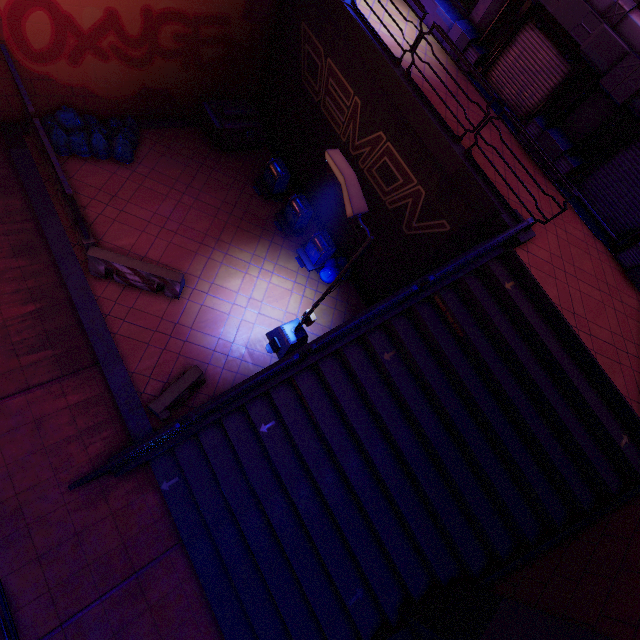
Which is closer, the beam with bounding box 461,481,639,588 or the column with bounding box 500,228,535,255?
the beam with bounding box 461,481,639,588

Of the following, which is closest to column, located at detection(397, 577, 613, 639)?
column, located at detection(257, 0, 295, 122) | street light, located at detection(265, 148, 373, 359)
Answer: street light, located at detection(265, 148, 373, 359)

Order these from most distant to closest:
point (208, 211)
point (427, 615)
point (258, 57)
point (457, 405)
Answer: point (258, 57) < point (208, 211) < point (457, 405) < point (427, 615)

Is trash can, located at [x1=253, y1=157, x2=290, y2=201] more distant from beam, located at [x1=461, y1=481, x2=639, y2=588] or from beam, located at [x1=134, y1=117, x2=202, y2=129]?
beam, located at [x1=461, y1=481, x2=639, y2=588]

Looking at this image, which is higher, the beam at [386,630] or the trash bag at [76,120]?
the beam at [386,630]

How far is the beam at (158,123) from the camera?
12.2 meters

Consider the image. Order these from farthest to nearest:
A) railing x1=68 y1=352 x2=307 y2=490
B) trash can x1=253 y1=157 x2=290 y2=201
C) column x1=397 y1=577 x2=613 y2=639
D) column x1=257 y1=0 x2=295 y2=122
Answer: trash can x1=253 y1=157 x2=290 y2=201 → column x1=257 y1=0 x2=295 y2=122 → railing x1=68 y1=352 x2=307 y2=490 → column x1=397 y1=577 x2=613 y2=639

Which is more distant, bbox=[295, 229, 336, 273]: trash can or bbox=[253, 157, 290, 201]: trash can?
bbox=[253, 157, 290, 201]: trash can
